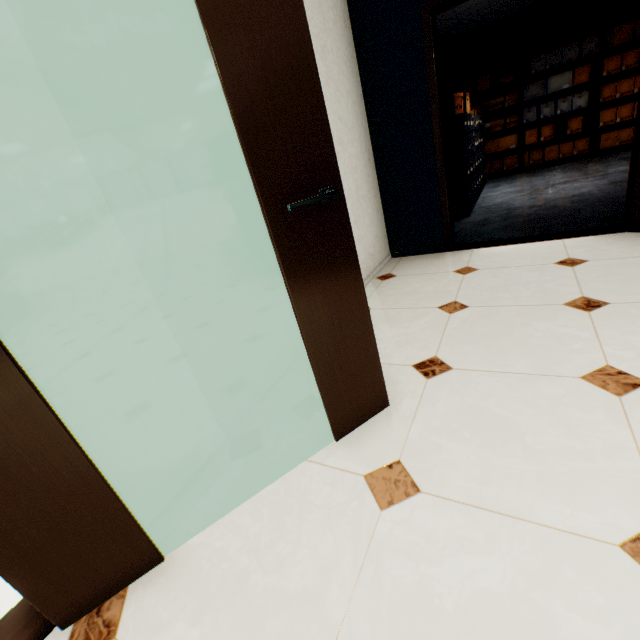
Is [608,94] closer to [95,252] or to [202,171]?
[202,171]

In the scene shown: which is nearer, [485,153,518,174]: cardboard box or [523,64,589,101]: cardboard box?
[523,64,589,101]: cardboard box

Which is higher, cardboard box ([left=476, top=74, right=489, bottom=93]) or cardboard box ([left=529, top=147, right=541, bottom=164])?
cardboard box ([left=476, top=74, right=489, bottom=93])

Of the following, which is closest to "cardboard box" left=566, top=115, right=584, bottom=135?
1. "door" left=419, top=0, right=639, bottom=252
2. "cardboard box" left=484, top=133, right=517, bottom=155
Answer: "cardboard box" left=484, top=133, right=517, bottom=155

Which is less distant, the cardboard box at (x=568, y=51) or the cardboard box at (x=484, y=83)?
the cardboard box at (x=568, y=51)

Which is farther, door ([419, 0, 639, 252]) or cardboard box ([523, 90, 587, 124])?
cardboard box ([523, 90, 587, 124])

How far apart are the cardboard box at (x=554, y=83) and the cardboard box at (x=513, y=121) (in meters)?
0.14

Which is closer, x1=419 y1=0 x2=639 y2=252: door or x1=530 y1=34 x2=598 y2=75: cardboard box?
x1=419 y1=0 x2=639 y2=252: door
